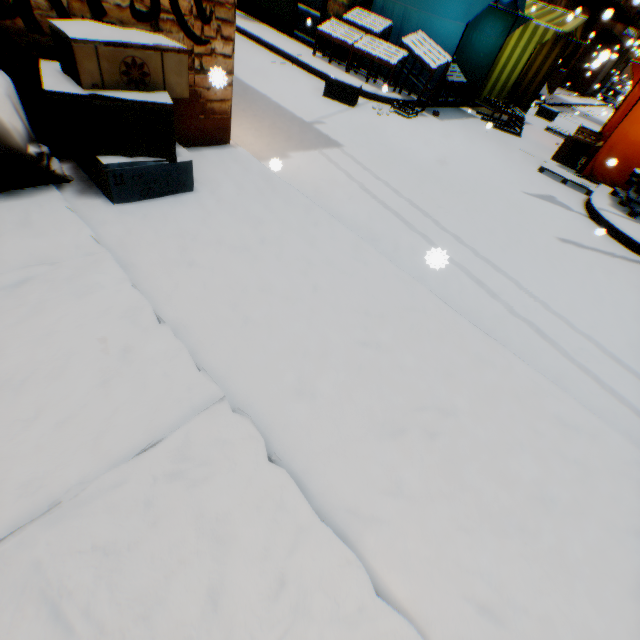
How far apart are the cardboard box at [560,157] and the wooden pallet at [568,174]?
0.0m

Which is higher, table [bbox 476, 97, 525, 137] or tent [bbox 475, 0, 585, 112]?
tent [bbox 475, 0, 585, 112]

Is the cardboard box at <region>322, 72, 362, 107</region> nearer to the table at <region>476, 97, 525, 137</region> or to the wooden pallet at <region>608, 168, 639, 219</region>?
the table at <region>476, 97, 525, 137</region>

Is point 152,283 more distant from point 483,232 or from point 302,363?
point 483,232

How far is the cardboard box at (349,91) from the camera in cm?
668

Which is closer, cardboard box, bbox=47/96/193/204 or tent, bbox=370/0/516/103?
cardboard box, bbox=47/96/193/204

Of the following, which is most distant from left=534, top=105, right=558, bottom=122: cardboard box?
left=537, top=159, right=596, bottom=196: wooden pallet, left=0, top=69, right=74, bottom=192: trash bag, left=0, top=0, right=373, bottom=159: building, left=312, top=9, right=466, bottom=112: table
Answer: left=0, top=69, right=74, bottom=192: trash bag

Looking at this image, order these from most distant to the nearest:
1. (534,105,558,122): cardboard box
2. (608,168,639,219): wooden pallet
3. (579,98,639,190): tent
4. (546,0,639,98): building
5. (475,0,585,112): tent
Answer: (546,0,639,98): building, (534,105,558,122): cardboard box, (475,0,585,112): tent, (579,98,639,190): tent, (608,168,639,219): wooden pallet
